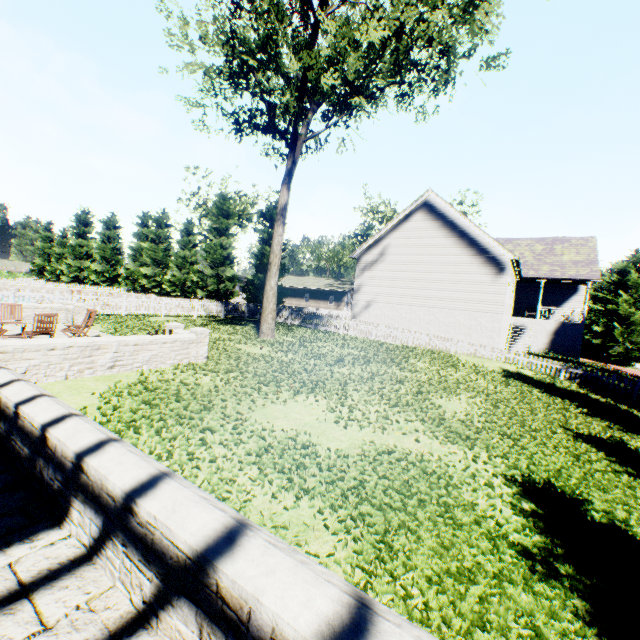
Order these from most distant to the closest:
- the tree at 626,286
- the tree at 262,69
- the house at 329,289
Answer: the house at 329,289 < the tree at 626,286 < the tree at 262,69

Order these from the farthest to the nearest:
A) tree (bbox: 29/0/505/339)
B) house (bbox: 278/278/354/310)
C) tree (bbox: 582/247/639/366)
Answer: house (bbox: 278/278/354/310), tree (bbox: 582/247/639/366), tree (bbox: 29/0/505/339)

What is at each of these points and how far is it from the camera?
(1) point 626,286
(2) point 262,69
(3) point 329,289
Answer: (1) tree, 33.16m
(2) tree, 17.38m
(3) house, 51.59m

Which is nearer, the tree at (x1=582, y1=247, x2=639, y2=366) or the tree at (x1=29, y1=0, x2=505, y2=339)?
the tree at (x1=29, y1=0, x2=505, y2=339)

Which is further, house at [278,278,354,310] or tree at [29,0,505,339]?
house at [278,278,354,310]

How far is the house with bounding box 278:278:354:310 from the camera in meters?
51.9 m

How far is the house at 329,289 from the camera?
51.88m
